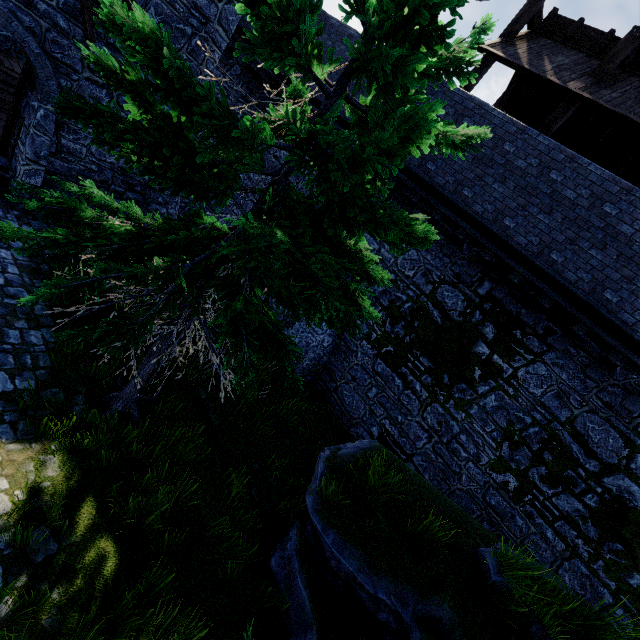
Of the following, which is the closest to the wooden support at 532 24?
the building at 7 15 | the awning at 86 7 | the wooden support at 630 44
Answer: the wooden support at 630 44

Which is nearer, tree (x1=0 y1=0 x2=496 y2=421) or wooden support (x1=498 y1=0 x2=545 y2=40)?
tree (x1=0 y1=0 x2=496 y2=421)

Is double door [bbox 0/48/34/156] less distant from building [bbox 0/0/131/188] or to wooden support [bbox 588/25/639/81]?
building [bbox 0/0/131/188]

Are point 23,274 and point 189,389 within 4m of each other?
no

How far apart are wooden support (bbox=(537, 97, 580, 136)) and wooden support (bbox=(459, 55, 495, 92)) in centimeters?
262cm

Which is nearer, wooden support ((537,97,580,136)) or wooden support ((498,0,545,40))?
wooden support ((537,97,580,136))

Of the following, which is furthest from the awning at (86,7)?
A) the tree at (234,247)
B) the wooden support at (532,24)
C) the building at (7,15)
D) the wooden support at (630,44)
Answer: the wooden support at (630,44)

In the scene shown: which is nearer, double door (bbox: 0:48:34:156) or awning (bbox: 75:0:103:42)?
awning (bbox: 75:0:103:42)
